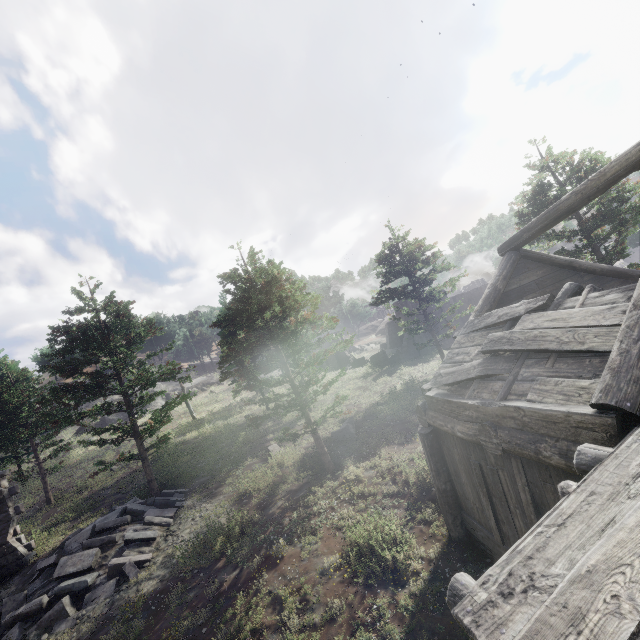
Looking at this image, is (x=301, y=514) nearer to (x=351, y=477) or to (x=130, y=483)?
(x=351, y=477)

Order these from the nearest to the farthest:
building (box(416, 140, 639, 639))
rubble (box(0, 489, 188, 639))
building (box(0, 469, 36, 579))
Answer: building (box(416, 140, 639, 639)) < rubble (box(0, 489, 188, 639)) < building (box(0, 469, 36, 579))

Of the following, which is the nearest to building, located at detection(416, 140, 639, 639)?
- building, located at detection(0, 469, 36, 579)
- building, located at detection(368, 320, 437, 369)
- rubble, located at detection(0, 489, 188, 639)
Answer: building, located at detection(368, 320, 437, 369)

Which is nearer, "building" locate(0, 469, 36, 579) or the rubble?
the rubble

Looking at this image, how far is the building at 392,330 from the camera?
30.4m

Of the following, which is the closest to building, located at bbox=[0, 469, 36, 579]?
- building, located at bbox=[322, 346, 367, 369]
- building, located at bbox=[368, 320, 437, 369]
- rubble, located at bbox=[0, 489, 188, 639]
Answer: rubble, located at bbox=[0, 489, 188, 639]

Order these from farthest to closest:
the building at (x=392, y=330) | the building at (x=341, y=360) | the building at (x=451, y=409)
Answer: the building at (x=341, y=360), the building at (x=392, y=330), the building at (x=451, y=409)

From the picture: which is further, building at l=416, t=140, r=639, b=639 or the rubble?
the rubble
